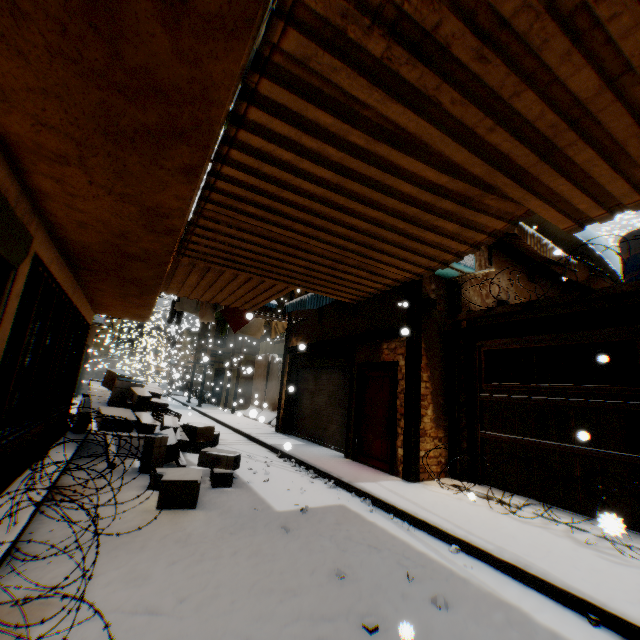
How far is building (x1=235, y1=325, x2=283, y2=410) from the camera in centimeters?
2241cm

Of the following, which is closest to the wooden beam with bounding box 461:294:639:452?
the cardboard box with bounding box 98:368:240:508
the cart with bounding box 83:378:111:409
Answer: the cardboard box with bounding box 98:368:240:508

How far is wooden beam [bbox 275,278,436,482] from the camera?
6.65m

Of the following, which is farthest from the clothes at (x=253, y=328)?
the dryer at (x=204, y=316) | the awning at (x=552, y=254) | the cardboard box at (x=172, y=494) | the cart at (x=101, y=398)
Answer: Result: the awning at (x=552, y=254)

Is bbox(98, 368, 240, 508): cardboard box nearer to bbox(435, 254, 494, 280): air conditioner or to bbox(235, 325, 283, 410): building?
bbox(235, 325, 283, 410): building

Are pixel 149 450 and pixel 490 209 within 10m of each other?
yes

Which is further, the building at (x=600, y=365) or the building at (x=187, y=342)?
the building at (x=187, y=342)

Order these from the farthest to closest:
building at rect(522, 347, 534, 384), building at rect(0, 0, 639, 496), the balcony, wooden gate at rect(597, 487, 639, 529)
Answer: the balcony → building at rect(522, 347, 534, 384) → wooden gate at rect(597, 487, 639, 529) → building at rect(0, 0, 639, 496)
